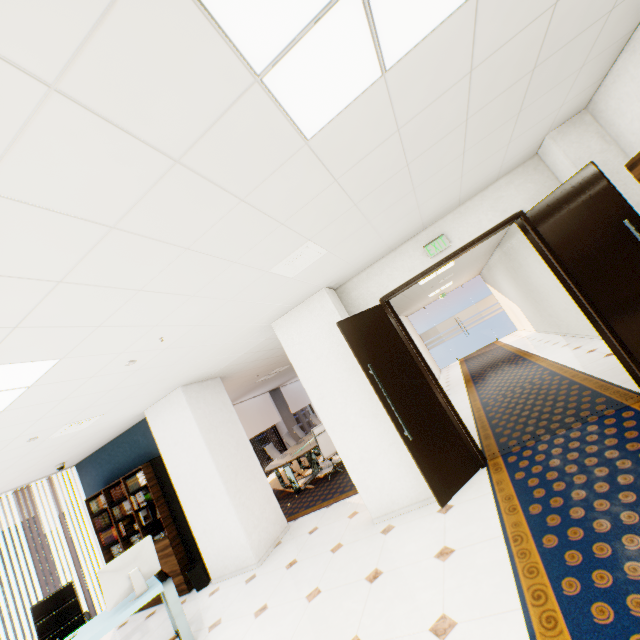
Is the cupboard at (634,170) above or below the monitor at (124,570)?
above

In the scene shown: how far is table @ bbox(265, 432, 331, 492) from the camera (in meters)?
7.67

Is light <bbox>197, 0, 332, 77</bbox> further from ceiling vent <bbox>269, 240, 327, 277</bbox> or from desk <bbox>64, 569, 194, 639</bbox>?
desk <bbox>64, 569, 194, 639</bbox>

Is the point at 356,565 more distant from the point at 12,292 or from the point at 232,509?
the point at 12,292

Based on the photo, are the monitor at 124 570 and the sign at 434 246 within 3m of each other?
no

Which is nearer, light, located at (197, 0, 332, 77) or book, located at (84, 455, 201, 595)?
light, located at (197, 0, 332, 77)

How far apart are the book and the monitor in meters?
1.5

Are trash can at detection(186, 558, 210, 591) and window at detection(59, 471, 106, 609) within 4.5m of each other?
yes
